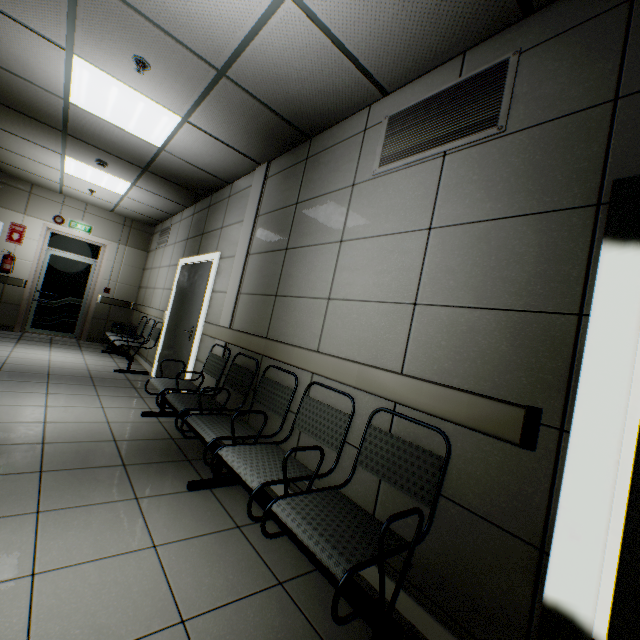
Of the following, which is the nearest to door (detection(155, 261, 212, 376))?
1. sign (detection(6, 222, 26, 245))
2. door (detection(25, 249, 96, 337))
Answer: door (detection(25, 249, 96, 337))

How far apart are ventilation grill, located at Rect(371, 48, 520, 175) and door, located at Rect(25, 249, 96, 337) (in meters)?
8.21

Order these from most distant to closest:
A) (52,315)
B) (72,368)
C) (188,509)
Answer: (52,315) < (72,368) < (188,509)

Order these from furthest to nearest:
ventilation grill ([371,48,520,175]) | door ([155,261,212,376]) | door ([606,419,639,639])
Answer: door ([155,261,212,376])
ventilation grill ([371,48,520,175])
door ([606,419,639,639])

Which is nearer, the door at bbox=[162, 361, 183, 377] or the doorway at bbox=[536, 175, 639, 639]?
the doorway at bbox=[536, 175, 639, 639]

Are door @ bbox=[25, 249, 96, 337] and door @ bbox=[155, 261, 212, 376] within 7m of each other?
yes

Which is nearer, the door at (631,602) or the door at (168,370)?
the door at (631,602)

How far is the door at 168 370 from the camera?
4.8m
